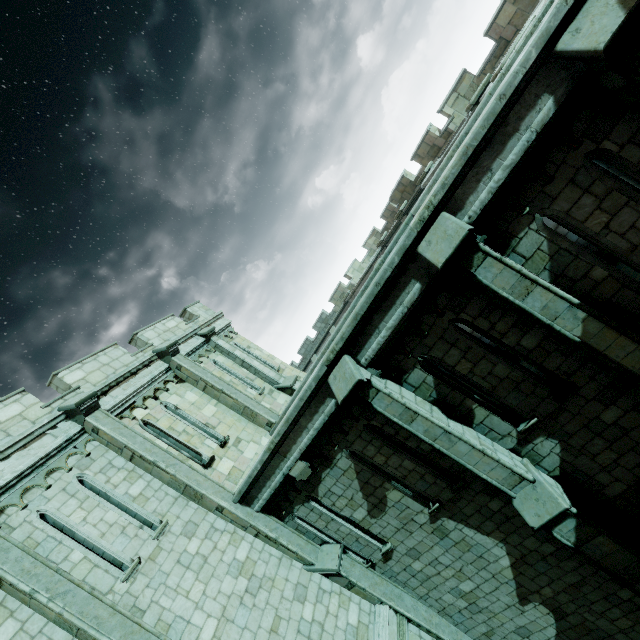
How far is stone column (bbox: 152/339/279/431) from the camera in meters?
12.0

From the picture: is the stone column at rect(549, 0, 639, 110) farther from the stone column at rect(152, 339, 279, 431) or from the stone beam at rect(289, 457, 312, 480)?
the stone column at rect(152, 339, 279, 431)

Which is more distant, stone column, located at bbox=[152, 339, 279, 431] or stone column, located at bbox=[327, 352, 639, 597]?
stone column, located at bbox=[152, 339, 279, 431]

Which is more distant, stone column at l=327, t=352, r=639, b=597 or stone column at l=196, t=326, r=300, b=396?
stone column at l=196, t=326, r=300, b=396

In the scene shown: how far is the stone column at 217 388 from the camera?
12.0m

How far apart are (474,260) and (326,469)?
6.1 meters

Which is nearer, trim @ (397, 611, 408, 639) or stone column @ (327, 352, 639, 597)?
stone column @ (327, 352, 639, 597)

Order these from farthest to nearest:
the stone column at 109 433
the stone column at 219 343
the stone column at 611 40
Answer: the stone column at 219 343 → the stone column at 109 433 → the stone column at 611 40
